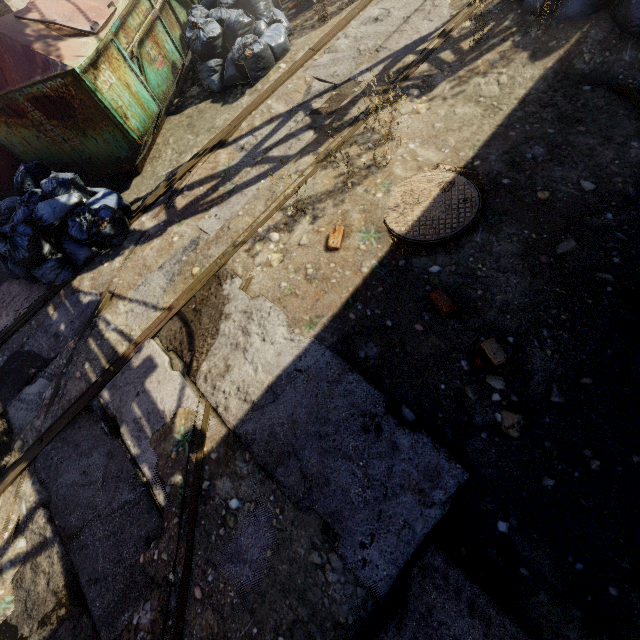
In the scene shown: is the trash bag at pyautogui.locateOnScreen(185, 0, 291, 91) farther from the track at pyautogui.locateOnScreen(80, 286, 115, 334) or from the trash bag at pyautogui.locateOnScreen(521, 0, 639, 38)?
the trash bag at pyautogui.locateOnScreen(521, 0, 639, 38)

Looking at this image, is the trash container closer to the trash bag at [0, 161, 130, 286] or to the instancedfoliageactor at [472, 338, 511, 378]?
the trash bag at [0, 161, 130, 286]

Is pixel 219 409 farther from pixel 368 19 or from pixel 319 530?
pixel 368 19

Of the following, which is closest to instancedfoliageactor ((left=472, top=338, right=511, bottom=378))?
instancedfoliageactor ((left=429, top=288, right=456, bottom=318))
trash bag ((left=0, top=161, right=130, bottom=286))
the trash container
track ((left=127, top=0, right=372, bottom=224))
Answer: instancedfoliageactor ((left=429, top=288, right=456, bottom=318))

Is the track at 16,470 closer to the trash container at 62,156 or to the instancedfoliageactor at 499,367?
the trash container at 62,156

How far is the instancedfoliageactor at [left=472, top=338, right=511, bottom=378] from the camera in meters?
2.2

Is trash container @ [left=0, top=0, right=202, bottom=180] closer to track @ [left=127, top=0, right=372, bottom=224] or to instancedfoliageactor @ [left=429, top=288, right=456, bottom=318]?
track @ [left=127, top=0, right=372, bottom=224]

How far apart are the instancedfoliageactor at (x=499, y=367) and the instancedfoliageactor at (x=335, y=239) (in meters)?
1.49
